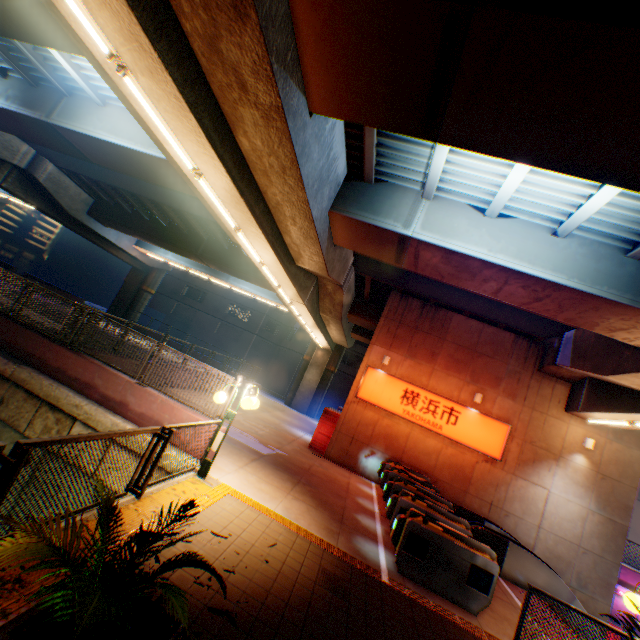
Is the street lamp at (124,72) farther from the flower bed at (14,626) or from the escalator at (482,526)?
the escalator at (482,526)

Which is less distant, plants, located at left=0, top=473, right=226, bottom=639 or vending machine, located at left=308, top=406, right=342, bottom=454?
plants, located at left=0, top=473, right=226, bottom=639

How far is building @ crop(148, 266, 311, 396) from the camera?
41.94m

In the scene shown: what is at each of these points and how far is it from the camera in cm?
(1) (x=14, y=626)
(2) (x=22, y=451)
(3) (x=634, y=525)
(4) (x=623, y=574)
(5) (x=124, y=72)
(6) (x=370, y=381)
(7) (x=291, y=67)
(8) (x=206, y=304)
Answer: (1) flower bed, 231
(2) metal fence, 313
(3) building, 3275
(4) concrete block, 1577
(5) street lamp, 509
(6) sign, 1537
(7) overpass support, 516
(8) building, 4512

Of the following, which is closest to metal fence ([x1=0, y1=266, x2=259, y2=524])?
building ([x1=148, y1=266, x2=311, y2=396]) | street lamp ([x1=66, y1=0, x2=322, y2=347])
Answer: street lamp ([x1=66, y1=0, x2=322, y2=347])

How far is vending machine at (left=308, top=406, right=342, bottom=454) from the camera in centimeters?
1527cm

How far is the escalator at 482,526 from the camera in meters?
9.1

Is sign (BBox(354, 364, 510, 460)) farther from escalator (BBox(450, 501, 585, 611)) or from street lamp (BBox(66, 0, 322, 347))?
street lamp (BBox(66, 0, 322, 347))
